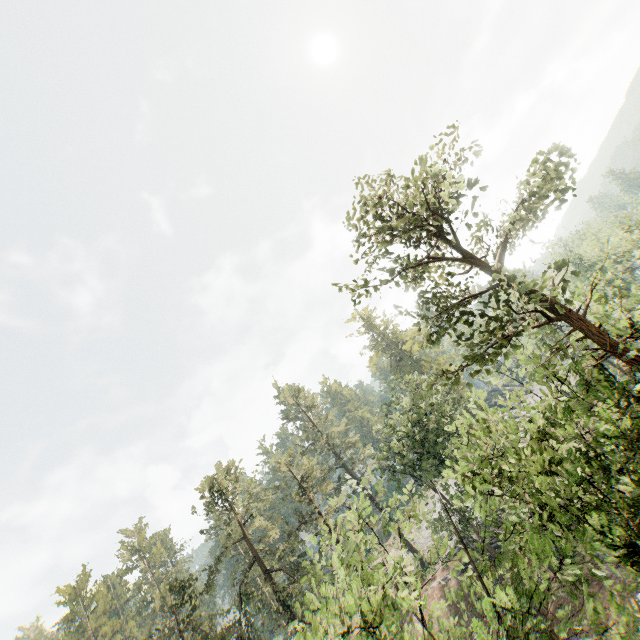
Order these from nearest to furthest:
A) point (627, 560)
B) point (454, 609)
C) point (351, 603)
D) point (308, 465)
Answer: point (351, 603), point (627, 560), point (454, 609), point (308, 465)
